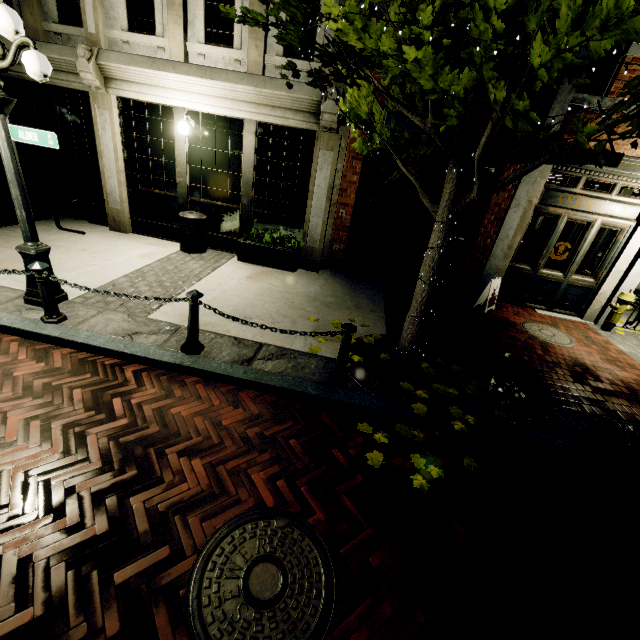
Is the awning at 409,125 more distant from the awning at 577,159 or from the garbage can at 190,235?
the garbage can at 190,235

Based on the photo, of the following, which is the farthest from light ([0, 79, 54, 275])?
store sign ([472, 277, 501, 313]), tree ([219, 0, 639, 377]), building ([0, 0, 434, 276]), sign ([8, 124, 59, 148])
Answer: store sign ([472, 277, 501, 313])

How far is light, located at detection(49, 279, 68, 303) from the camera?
4.72m

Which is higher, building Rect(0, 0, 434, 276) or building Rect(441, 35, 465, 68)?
building Rect(441, 35, 465, 68)

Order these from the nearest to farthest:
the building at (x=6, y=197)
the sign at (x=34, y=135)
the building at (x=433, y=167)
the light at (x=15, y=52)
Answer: the light at (x=15, y=52) < the sign at (x=34, y=135) < the building at (x=433, y=167) < the building at (x=6, y=197)

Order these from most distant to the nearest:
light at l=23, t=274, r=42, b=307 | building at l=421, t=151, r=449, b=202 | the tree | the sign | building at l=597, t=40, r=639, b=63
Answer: building at l=421, t=151, r=449, b=202
building at l=597, t=40, r=639, b=63
light at l=23, t=274, r=42, b=307
the sign
the tree

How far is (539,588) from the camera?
2.5m

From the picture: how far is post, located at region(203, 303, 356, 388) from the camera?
3.9 meters
